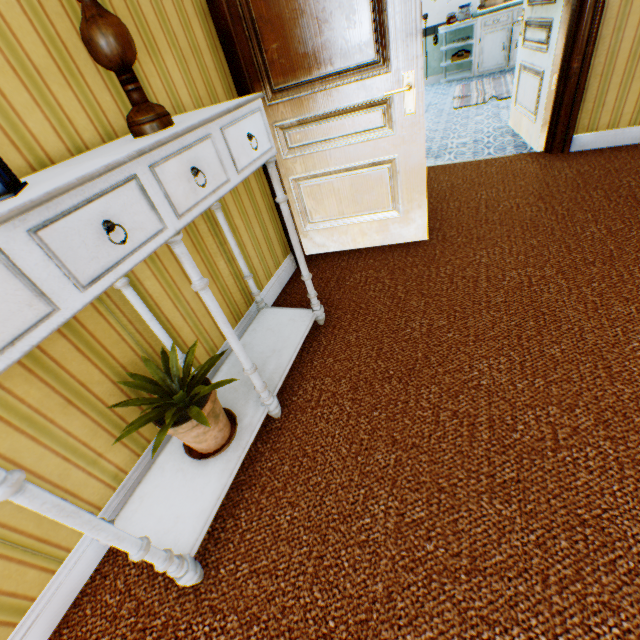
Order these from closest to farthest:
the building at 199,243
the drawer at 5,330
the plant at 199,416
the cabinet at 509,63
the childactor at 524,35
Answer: the drawer at 5,330, the plant at 199,416, the building at 199,243, the childactor at 524,35, the cabinet at 509,63

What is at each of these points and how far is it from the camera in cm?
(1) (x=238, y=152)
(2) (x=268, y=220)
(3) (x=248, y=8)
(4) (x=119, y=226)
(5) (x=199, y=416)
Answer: (1) drawer, 131
(2) building, 250
(3) childactor, 195
(4) drawer, 87
(5) plant, 126

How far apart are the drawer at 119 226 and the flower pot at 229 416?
0.72m

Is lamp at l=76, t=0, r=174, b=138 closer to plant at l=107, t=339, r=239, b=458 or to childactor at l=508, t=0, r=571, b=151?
plant at l=107, t=339, r=239, b=458

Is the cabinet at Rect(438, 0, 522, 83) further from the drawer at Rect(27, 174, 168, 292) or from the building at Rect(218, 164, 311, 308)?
the drawer at Rect(27, 174, 168, 292)

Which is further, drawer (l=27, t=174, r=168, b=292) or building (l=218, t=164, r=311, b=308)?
building (l=218, t=164, r=311, b=308)

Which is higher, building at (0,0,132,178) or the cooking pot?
building at (0,0,132,178)

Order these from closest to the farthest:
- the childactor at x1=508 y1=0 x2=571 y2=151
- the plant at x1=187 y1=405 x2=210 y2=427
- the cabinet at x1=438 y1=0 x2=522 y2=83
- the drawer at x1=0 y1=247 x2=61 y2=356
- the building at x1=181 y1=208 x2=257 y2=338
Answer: the drawer at x1=0 y1=247 x2=61 y2=356
the plant at x1=187 y1=405 x2=210 y2=427
the building at x1=181 y1=208 x2=257 y2=338
the childactor at x1=508 y1=0 x2=571 y2=151
the cabinet at x1=438 y1=0 x2=522 y2=83
